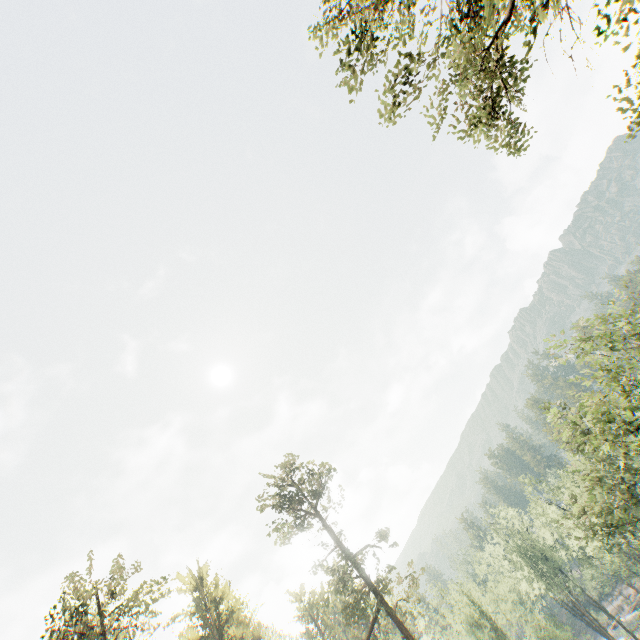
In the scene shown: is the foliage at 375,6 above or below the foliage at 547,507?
above

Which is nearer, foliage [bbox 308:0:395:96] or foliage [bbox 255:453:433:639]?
foliage [bbox 308:0:395:96]

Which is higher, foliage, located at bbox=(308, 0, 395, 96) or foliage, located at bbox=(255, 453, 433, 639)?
foliage, located at bbox=(308, 0, 395, 96)

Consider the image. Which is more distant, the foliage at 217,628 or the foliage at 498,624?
the foliage at 498,624

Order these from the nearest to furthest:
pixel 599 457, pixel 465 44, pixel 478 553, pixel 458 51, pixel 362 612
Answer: pixel 465 44
pixel 458 51
pixel 362 612
pixel 599 457
pixel 478 553
